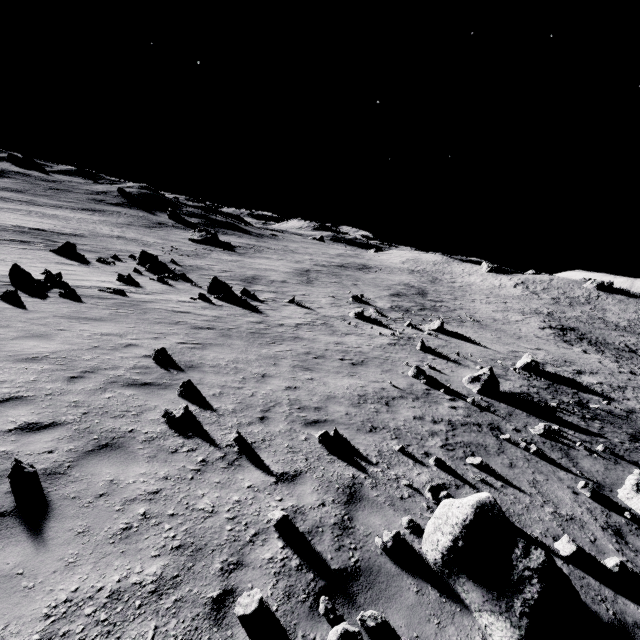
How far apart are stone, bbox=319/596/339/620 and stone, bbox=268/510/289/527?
1.05m

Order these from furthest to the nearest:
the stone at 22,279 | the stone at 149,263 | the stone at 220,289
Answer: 1. the stone at 149,263
2. the stone at 220,289
3. the stone at 22,279

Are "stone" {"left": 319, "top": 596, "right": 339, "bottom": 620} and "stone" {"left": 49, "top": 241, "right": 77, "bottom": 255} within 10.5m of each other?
no

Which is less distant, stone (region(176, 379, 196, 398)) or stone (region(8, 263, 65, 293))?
stone (region(176, 379, 196, 398))

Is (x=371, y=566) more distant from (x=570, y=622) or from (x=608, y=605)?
(x=608, y=605)

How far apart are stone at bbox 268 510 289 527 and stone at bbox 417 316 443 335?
23.09m

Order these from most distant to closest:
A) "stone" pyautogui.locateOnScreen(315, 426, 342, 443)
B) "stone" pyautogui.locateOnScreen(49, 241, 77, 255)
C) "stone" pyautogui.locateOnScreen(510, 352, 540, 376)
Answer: "stone" pyautogui.locateOnScreen(49, 241, 77, 255)
"stone" pyautogui.locateOnScreen(510, 352, 540, 376)
"stone" pyautogui.locateOnScreen(315, 426, 342, 443)

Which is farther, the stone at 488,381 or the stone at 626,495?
the stone at 488,381
